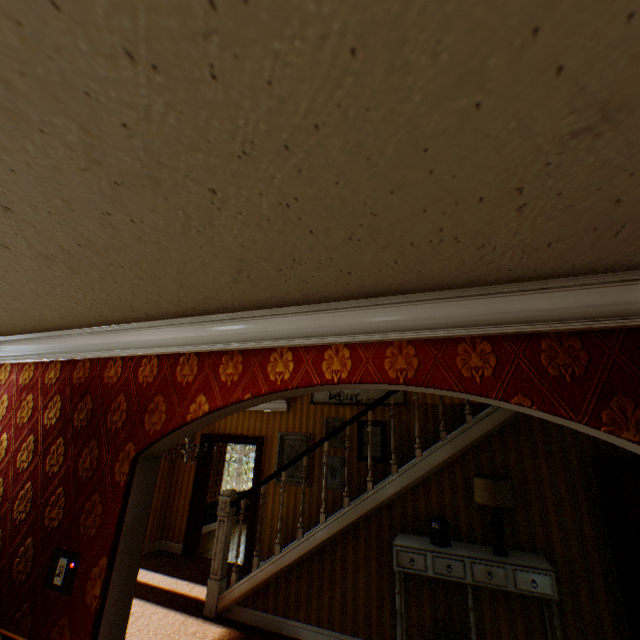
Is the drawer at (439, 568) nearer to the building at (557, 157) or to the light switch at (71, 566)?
the building at (557, 157)

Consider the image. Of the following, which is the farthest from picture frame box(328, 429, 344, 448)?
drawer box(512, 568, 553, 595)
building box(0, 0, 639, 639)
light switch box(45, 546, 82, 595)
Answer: light switch box(45, 546, 82, 595)

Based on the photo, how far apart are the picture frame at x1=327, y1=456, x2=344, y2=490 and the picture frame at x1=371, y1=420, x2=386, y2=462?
0.3m

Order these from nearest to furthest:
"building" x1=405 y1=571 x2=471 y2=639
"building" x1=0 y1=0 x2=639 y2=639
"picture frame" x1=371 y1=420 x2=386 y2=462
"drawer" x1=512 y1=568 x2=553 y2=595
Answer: "building" x1=0 y1=0 x2=639 y2=639 < "drawer" x1=512 y1=568 x2=553 y2=595 < "building" x1=405 y1=571 x2=471 y2=639 < "picture frame" x1=371 y1=420 x2=386 y2=462

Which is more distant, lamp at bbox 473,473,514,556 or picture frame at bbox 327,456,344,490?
picture frame at bbox 327,456,344,490

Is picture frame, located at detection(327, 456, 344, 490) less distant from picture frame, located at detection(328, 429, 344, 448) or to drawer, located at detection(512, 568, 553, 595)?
picture frame, located at detection(328, 429, 344, 448)

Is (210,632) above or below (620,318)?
below

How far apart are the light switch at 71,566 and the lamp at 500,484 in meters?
Answer: 3.7 m
